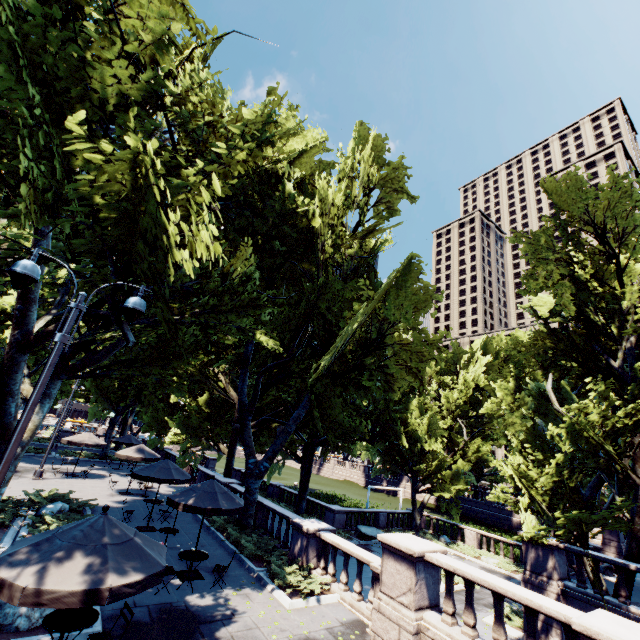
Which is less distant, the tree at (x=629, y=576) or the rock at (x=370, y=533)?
the tree at (x=629, y=576)

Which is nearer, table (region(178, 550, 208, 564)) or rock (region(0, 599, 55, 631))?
rock (region(0, 599, 55, 631))

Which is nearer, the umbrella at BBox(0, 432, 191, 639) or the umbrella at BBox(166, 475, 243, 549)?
the umbrella at BBox(0, 432, 191, 639)

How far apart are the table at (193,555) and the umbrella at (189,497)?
1.2 meters

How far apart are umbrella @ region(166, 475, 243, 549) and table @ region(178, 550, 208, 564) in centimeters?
120cm

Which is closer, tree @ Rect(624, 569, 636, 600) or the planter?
tree @ Rect(624, 569, 636, 600)

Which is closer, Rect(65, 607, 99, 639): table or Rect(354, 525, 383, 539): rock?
Rect(65, 607, 99, 639): table

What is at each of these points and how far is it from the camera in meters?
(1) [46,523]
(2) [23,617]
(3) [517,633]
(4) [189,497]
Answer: (1) bush, 13.1 m
(2) rock, 7.2 m
(3) planter, 13.6 m
(4) umbrella, 11.1 m
